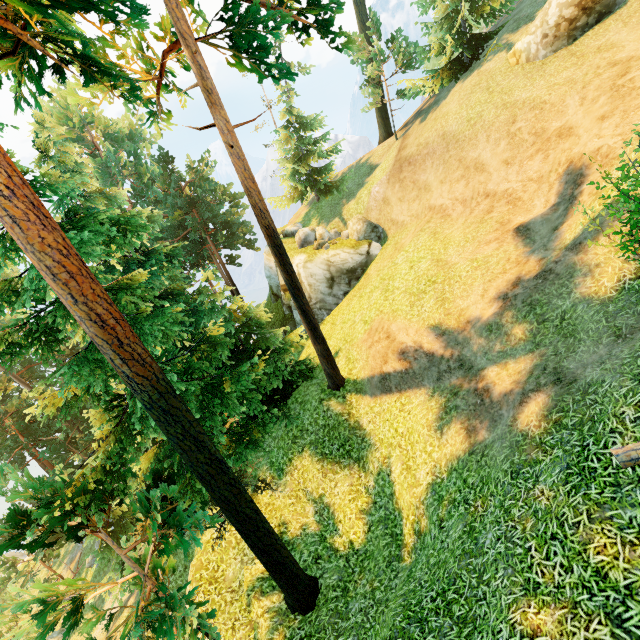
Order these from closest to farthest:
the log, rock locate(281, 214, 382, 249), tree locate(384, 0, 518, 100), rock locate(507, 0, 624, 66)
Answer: the log
rock locate(507, 0, 624, 66)
tree locate(384, 0, 518, 100)
rock locate(281, 214, 382, 249)

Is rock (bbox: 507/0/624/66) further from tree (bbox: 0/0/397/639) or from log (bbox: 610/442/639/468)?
log (bbox: 610/442/639/468)

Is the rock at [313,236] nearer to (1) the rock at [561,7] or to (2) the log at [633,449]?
(1) the rock at [561,7]

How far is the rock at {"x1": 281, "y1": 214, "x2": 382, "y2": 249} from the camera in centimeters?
2191cm

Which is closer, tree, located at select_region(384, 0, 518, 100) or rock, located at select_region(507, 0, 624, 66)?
rock, located at select_region(507, 0, 624, 66)

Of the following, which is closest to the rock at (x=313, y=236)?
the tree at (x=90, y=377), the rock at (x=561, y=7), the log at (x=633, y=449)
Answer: the tree at (x=90, y=377)

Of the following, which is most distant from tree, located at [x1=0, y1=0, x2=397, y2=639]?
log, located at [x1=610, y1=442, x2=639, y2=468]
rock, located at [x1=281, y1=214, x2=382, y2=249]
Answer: rock, located at [x1=281, y1=214, x2=382, y2=249]

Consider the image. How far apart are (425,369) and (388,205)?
13.8m
